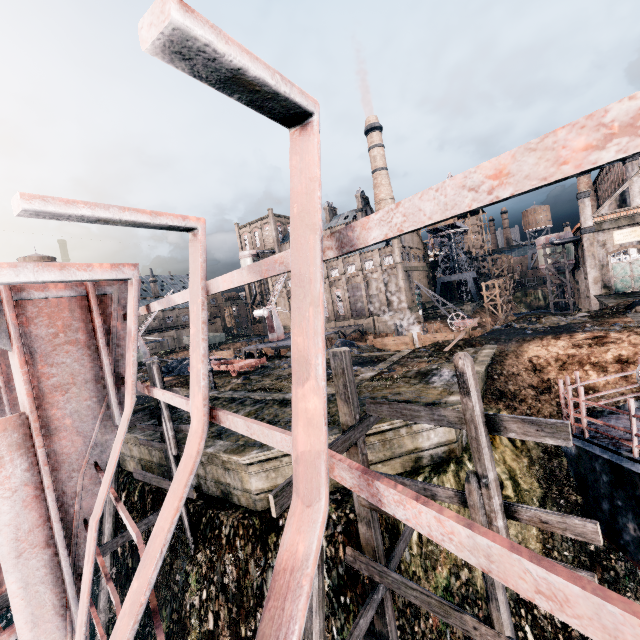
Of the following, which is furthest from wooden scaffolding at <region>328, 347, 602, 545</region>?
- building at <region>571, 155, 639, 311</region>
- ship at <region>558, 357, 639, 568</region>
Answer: building at <region>571, 155, 639, 311</region>

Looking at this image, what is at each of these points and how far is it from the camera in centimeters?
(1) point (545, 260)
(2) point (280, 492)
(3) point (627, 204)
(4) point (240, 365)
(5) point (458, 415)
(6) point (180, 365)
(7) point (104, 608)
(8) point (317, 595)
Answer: (1) silo, 5059cm
(2) wooden scaffolding, 549cm
(3) building, 3897cm
(4) rail car base, 2723cm
(5) wooden scaffolding, 543cm
(6) coal pile, 3588cm
(7) wooden scaffolding, 1091cm
(8) wooden scaffolding, 605cm

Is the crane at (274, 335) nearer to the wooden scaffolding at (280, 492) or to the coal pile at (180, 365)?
the coal pile at (180, 365)

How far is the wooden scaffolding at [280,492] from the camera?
5.37m

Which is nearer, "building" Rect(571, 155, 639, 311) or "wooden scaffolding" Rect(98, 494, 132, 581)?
"wooden scaffolding" Rect(98, 494, 132, 581)

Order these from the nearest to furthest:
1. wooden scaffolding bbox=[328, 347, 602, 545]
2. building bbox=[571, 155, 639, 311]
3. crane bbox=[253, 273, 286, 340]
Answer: wooden scaffolding bbox=[328, 347, 602, 545]
building bbox=[571, 155, 639, 311]
crane bbox=[253, 273, 286, 340]

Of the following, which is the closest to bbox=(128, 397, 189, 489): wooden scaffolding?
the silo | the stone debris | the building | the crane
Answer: the stone debris
